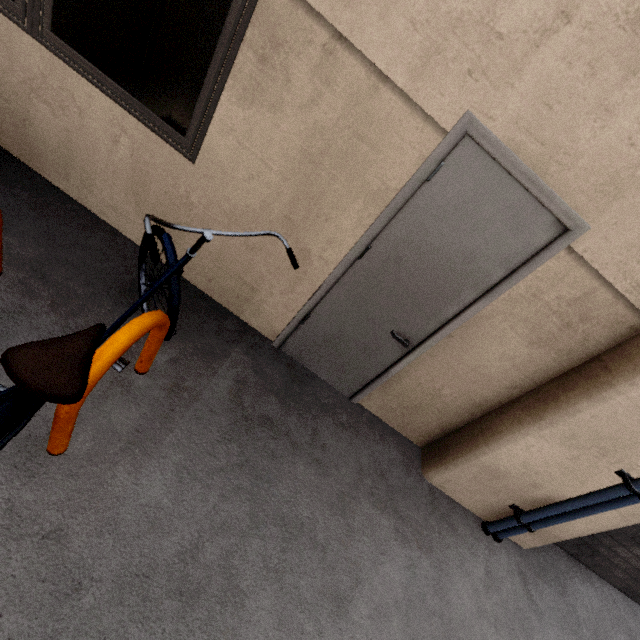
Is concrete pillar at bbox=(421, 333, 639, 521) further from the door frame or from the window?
the window

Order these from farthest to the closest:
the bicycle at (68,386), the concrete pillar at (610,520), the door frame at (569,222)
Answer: the concrete pillar at (610,520)
the door frame at (569,222)
the bicycle at (68,386)

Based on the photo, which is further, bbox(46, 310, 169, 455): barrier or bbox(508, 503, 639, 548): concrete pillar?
bbox(508, 503, 639, 548): concrete pillar

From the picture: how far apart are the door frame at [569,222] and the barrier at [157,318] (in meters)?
1.06

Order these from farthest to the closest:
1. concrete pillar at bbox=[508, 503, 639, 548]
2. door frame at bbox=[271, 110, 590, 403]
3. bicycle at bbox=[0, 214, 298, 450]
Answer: concrete pillar at bbox=[508, 503, 639, 548]
door frame at bbox=[271, 110, 590, 403]
bicycle at bbox=[0, 214, 298, 450]

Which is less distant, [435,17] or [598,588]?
[435,17]

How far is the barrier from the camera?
1.3m

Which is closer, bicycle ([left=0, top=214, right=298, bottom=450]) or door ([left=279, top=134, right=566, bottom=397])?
bicycle ([left=0, top=214, right=298, bottom=450])
